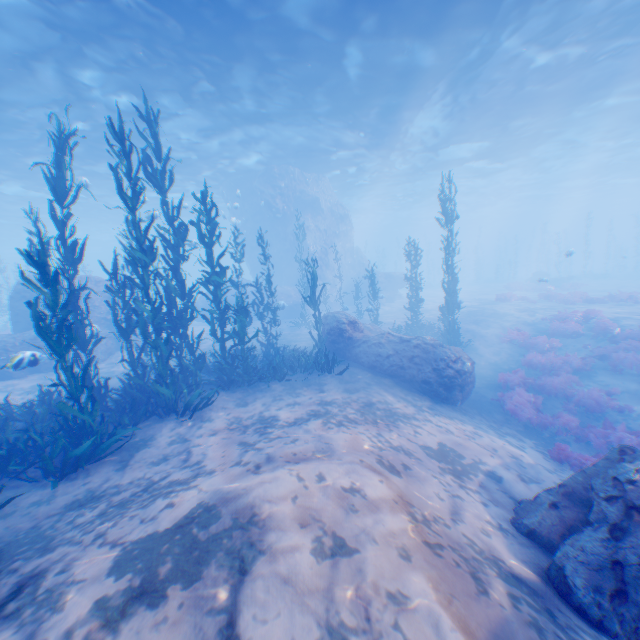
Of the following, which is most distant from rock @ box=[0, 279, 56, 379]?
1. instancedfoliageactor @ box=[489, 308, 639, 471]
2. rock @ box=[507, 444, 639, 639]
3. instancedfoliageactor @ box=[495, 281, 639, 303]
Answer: rock @ box=[507, 444, 639, 639]

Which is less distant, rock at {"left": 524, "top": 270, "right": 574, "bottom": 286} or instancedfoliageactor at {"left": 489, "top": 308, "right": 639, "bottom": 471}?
instancedfoliageactor at {"left": 489, "top": 308, "right": 639, "bottom": 471}

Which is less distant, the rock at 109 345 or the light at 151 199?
the rock at 109 345

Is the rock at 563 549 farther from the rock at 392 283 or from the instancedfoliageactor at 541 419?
the rock at 392 283

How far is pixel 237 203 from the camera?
30.7 meters

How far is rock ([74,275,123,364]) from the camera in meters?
16.0

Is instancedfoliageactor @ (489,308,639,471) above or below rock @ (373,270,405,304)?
below

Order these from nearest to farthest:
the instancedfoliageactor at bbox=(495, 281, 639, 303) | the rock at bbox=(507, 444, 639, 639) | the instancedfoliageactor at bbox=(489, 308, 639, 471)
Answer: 1. the rock at bbox=(507, 444, 639, 639)
2. the instancedfoliageactor at bbox=(489, 308, 639, 471)
3. the instancedfoliageactor at bbox=(495, 281, 639, 303)
